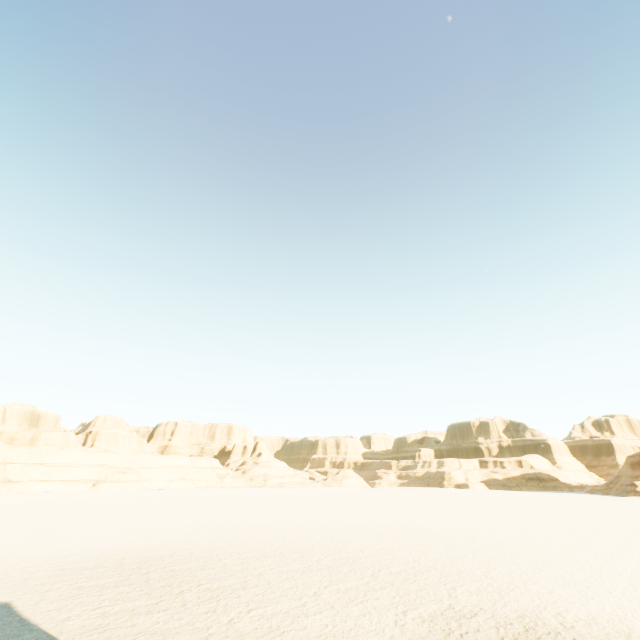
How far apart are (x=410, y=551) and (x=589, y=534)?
17.4m
